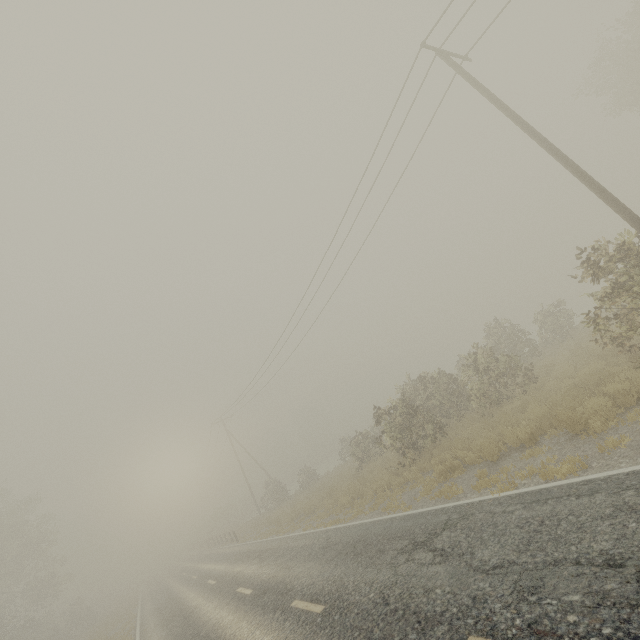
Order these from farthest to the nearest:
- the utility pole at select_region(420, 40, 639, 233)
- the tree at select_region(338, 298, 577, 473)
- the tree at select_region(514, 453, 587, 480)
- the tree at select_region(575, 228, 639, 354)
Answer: the tree at select_region(338, 298, 577, 473)
the utility pole at select_region(420, 40, 639, 233)
the tree at select_region(575, 228, 639, 354)
the tree at select_region(514, 453, 587, 480)

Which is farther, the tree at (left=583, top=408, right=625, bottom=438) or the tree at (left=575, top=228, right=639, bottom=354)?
the tree at (left=575, top=228, right=639, bottom=354)

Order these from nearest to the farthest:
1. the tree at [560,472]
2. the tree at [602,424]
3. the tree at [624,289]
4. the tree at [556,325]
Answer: the tree at [560,472] → the tree at [602,424] → the tree at [624,289] → the tree at [556,325]

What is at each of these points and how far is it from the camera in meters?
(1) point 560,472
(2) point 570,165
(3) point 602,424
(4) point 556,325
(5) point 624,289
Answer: (1) tree, 6.4 m
(2) utility pole, 9.5 m
(3) tree, 7.4 m
(4) tree, 20.1 m
(5) tree, 8.1 m

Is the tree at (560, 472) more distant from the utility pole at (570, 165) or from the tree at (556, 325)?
the tree at (556, 325)

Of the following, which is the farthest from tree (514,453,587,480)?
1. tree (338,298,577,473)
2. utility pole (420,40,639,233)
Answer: tree (338,298,577,473)
